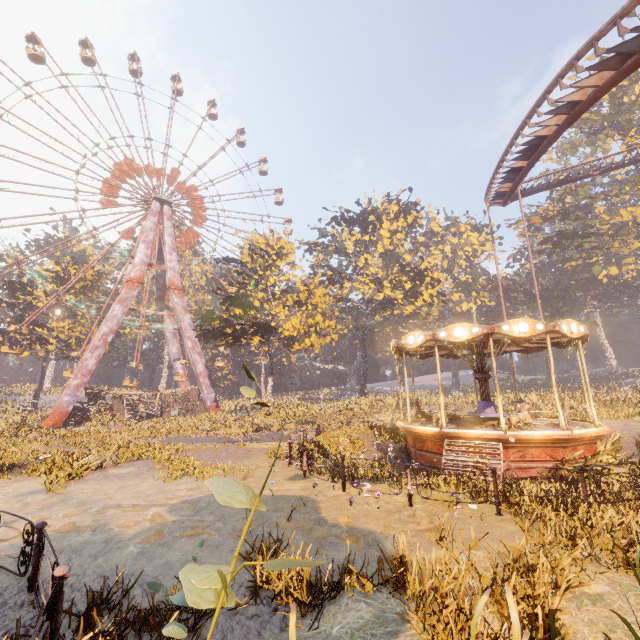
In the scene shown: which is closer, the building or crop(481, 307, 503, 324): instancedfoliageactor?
the building

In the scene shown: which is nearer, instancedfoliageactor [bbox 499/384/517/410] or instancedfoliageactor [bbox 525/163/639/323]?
instancedfoliageactor [bbox 499/384/517/410]

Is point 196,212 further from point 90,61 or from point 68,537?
point 68,537

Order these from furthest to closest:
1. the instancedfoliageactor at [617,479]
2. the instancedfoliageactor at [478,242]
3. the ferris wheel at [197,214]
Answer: the instancedfoliageactor at [478,242], the ferris wheel at [197,214], the instancedfoliageactor at [617,479]

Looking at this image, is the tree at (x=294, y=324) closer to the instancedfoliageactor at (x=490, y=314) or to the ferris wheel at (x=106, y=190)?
the instancedfoliageactor at (x=490, y=314)

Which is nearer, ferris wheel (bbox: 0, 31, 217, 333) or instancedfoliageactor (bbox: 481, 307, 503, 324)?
ferris wheel (bbox: 0, 31, 217, 333)

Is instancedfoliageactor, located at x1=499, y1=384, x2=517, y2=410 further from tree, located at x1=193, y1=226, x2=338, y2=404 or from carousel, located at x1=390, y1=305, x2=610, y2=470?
tree, located at x1=193, y1=226, x2=338, y2=404

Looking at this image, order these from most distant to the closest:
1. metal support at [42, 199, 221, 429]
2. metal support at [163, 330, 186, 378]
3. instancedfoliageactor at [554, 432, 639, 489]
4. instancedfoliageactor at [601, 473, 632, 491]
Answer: metal support at [163, 330, 186, 378] → metal support at [42, 199, 221, 429] → instancedfoliageactor at [554, 432, 639, 489] → instancedfoliageactor at [601, 473, 632, 491]
